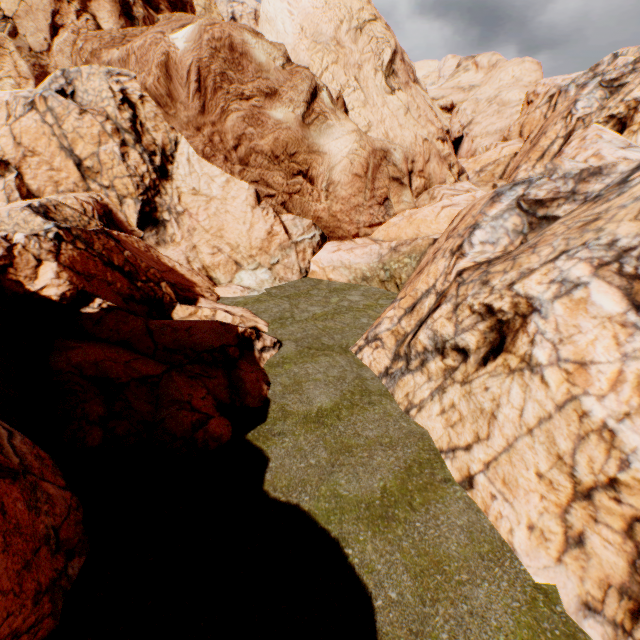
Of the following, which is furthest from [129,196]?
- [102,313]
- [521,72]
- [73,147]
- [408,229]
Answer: [521,72]

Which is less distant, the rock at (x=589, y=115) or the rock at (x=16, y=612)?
the rock at (x=16, y=612)

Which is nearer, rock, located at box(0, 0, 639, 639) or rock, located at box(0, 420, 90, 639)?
rock, located at box(0, 420, 90, 639)
